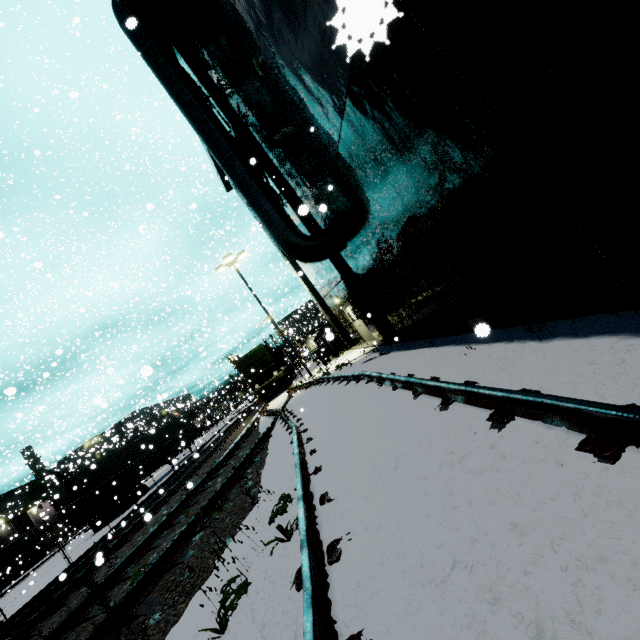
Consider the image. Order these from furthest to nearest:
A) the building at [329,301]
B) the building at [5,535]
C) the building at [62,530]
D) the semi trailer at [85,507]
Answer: the building at [62,530] < the building at [5,535] < the semi trailer at [85,507] < the building at [329,301]

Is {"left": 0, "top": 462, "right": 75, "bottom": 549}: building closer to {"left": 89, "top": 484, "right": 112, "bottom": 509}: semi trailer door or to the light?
the light

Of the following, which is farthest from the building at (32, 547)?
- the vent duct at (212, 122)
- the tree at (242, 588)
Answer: the tree at (242, 588)

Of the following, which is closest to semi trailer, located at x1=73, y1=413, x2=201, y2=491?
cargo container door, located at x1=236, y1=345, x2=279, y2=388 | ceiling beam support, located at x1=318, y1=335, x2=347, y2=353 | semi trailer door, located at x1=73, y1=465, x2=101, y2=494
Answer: semi trailer door, located at x1=73, y1=465, x2=101, y2=494

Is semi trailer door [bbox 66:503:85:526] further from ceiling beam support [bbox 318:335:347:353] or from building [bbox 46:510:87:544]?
ceiling beam support [bbox 318:335:347:353]

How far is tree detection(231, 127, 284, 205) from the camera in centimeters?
1242cm

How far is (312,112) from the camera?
7.5 meters

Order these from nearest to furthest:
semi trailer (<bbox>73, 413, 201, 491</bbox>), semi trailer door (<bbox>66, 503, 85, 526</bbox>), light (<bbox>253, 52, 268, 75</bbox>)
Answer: light (<bbox>253, 52, 268, 75</bbox>) < semi trailer door (<bbox>66, 503, 85, 526</bbox>) < semi trailer (<bbox>73, 413, 201, 491</bbox>)
